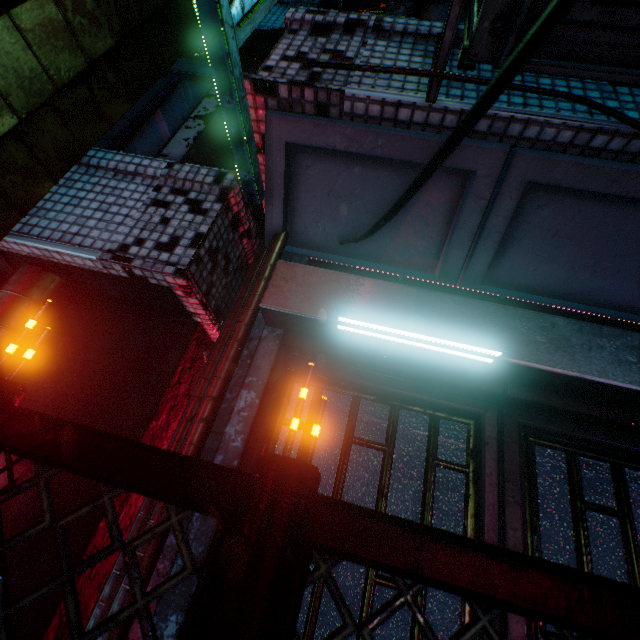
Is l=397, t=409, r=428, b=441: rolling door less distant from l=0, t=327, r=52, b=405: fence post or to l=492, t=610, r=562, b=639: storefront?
l=492, t=610, r=562, b=639: storefront

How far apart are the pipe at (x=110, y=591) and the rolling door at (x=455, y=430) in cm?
36

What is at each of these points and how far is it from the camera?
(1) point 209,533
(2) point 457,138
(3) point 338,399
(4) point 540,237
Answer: (1) storefront, 1.3 meters
(2) cable, 0.5 meters
(3) rolling door, 1.7 meters
(4) building support, 1.7 meters

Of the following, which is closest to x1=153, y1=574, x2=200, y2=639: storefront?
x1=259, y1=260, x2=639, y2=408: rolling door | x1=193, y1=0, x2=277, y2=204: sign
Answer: x1=259, y1=260, x2=639, y2=408: rolling door

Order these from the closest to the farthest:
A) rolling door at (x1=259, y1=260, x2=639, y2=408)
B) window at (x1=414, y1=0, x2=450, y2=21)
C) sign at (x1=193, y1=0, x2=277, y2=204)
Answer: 1. sign at (x1=193, y1=0, x2=277, y2=204)
2. rolling door at (x1=259, y1=260, x2=639, y2=408)
3. window at (x1=414, y1=0, x2=450, y2=21)

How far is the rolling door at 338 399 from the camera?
1.63m

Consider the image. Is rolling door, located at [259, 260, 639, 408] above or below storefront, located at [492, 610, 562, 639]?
above

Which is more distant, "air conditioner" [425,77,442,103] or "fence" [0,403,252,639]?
"air conditioner" [425,77,442,103]
